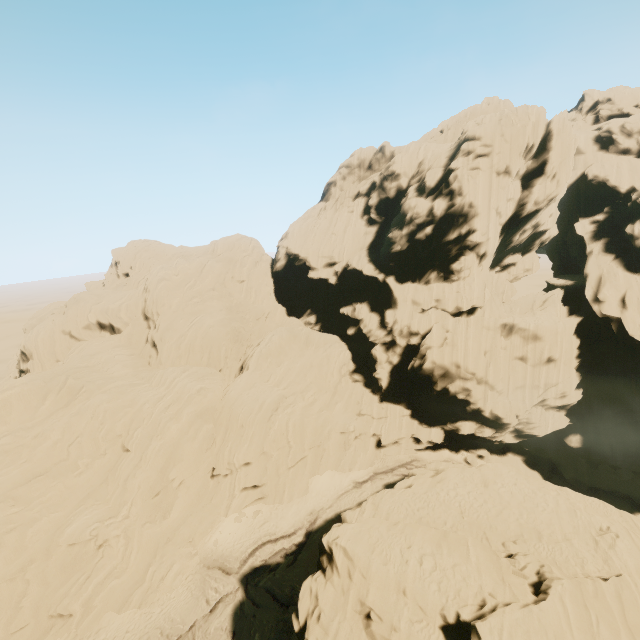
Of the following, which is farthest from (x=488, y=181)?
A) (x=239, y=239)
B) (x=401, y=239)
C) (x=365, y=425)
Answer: (x=239, y=239)
